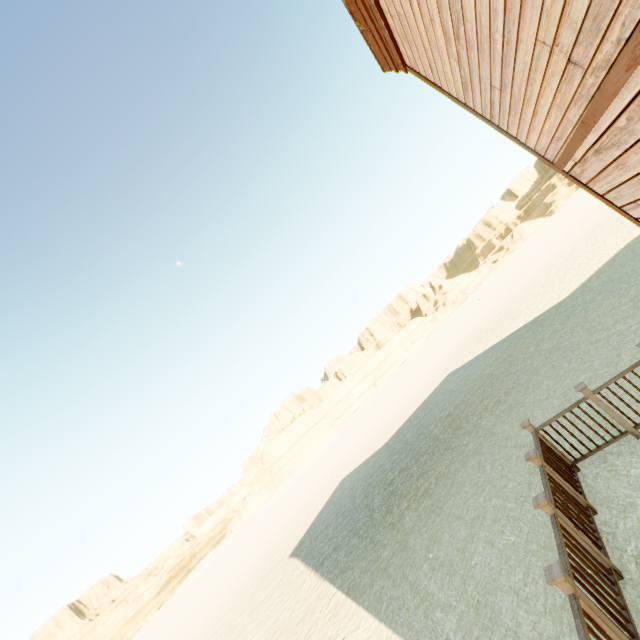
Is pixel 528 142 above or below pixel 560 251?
above

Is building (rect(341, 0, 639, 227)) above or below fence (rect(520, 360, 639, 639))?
A: above

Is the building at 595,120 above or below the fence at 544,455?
above
